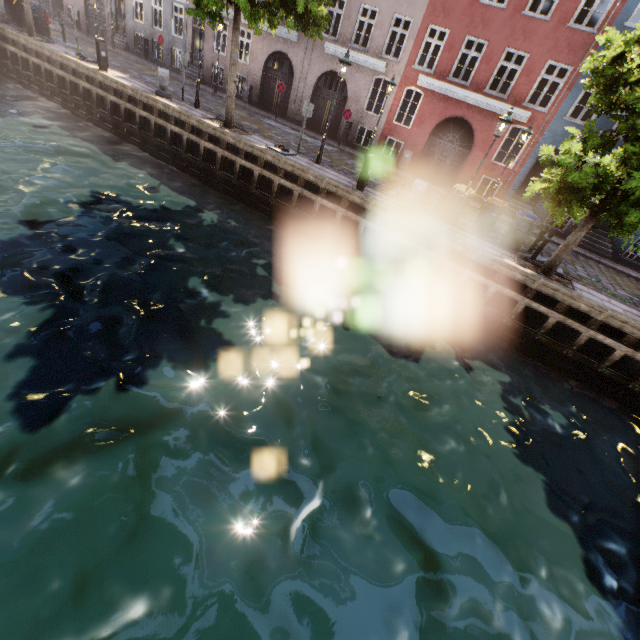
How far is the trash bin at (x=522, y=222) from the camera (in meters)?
11.45

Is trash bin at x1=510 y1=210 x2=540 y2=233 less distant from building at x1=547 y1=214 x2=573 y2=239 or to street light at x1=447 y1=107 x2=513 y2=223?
street light at x1=447 y1=107 x2=513 y2=223

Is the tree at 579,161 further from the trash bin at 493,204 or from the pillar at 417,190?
the pillar at 417,190

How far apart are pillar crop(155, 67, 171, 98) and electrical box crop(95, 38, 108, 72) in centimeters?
305cm

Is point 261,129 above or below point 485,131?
below

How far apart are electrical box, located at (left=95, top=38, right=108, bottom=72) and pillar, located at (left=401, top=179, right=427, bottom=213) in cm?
1603

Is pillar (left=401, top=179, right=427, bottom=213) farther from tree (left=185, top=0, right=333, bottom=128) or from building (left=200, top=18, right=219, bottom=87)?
building (left=200, top=18, right=219, bottom=87)

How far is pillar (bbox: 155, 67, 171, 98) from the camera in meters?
14.6 m
